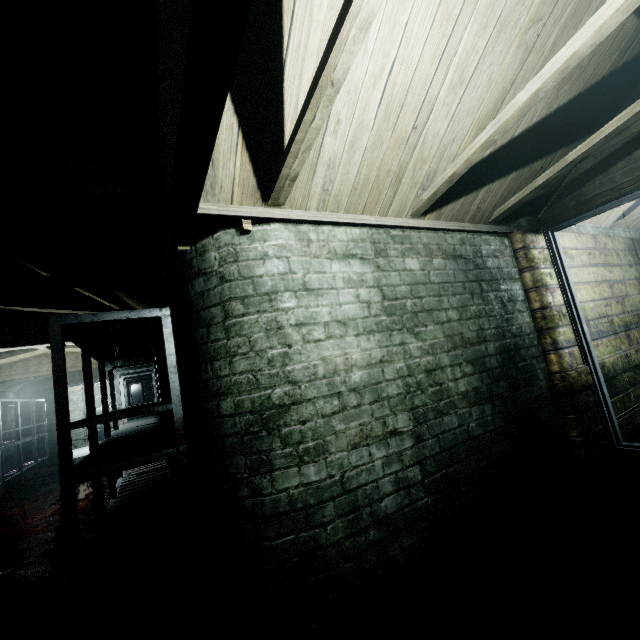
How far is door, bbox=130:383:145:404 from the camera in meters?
8.8

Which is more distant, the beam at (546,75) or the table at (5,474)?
the table at (5,474)

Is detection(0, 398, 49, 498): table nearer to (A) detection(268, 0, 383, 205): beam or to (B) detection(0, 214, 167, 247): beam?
(B) detection(0, 214, 167, 247): beam

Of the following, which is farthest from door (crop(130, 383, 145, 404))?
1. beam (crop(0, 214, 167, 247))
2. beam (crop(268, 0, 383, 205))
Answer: beam (crop(268, 0, 383, 205))

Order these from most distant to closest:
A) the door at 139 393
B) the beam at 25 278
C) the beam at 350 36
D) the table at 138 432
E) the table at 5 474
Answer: the door at 139 393, the table at 5 474, the beam at 25 278, the table at 138 432, the beam at 350 36

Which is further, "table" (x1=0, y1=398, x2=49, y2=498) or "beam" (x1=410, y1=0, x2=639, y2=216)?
"table" (x1=0, y1=398, x2=49, y2=498)

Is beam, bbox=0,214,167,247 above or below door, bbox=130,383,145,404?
above

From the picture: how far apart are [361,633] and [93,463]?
1.7m
